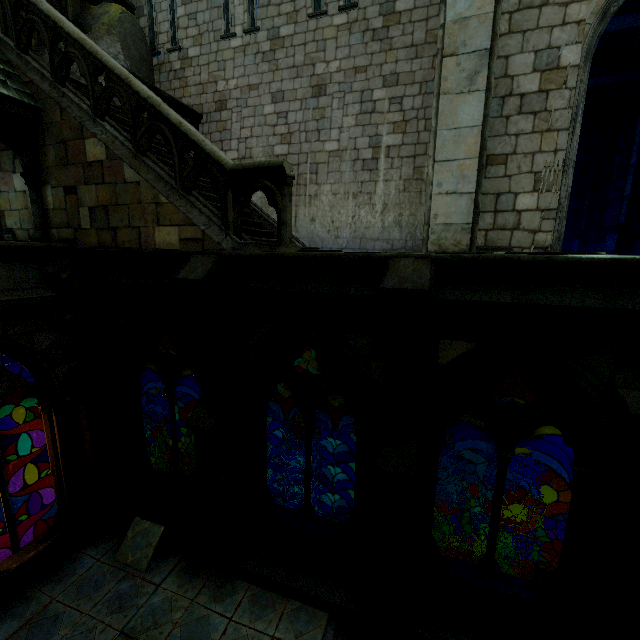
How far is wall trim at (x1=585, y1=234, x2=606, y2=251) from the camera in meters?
12.8 m

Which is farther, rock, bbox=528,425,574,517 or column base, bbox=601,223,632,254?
rock, bbox=528,425,574,517

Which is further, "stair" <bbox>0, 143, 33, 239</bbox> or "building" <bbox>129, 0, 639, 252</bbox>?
"stair" <bbox>0, 143, 33, 239</bbox>

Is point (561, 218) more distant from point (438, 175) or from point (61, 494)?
point (61, 494)

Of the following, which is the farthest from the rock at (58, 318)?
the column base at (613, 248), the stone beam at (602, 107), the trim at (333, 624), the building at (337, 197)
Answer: the trim at (333, 624)

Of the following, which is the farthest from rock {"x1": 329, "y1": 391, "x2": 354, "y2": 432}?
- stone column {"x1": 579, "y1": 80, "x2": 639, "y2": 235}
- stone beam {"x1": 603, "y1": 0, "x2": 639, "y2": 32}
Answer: stone beam {"x1": 603, "y1": 0, "x2": 639, "y2": 32}

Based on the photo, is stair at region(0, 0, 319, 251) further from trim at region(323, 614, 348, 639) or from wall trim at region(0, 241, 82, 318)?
trim at region(323, 614, 348, 639)

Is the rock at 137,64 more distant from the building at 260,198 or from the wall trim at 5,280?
the wall trim at 5,280
